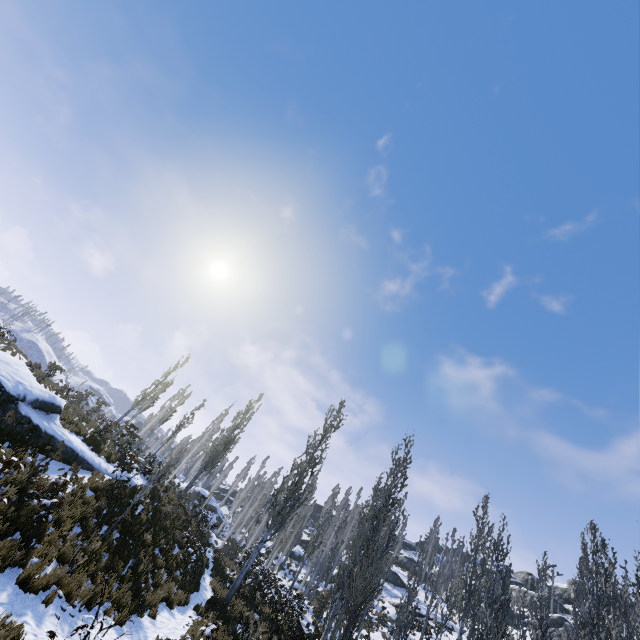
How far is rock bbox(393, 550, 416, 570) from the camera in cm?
5012

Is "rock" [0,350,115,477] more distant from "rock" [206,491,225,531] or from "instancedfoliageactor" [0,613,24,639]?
"rock" [206,491,225,531]

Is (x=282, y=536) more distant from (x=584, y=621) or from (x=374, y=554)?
(x=584, y=621)

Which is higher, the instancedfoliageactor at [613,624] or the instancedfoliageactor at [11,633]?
the instancedfoliageactor at [613,624]

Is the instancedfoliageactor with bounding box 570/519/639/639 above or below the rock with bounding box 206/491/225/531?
above

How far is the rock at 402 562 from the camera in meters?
50.1

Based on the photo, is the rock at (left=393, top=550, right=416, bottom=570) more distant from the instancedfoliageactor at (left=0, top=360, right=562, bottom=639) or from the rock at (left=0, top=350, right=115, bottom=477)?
the rock at (left=0, top=350, right=115, bottom=477)
